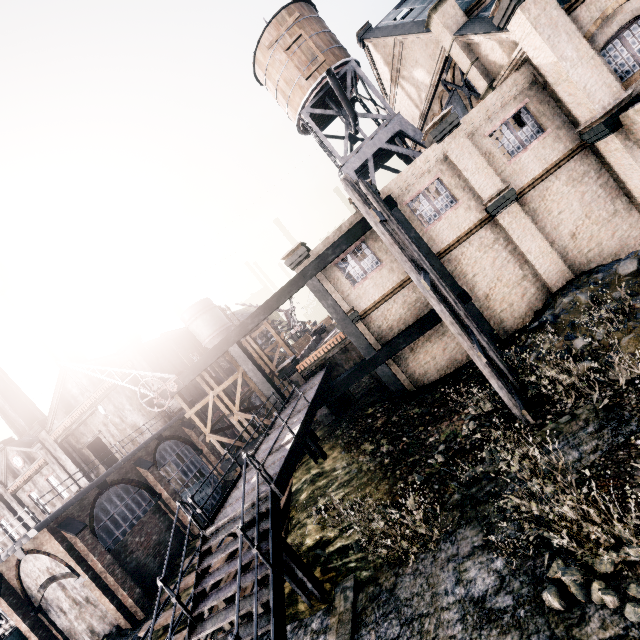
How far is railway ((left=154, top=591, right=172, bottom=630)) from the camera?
16.5m

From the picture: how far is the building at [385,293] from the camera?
17.0 meters

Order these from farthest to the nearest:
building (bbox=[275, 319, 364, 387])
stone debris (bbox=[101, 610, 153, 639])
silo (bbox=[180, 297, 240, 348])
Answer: silo (bbox=[180, 297, 240, 348]) → building (bbox=[275, 319, 364, 387]) → stone debris (bbox=[101, 610, 153, 639])

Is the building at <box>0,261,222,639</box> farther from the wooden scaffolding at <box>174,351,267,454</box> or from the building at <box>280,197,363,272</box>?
the building at <box>280,197,363,272</box>

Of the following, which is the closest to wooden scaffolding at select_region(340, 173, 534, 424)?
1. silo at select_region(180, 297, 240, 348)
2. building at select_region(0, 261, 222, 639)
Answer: building at select_region(0, 261, 222, 639)

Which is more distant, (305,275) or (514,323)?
(305,275)

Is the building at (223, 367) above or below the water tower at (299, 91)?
below

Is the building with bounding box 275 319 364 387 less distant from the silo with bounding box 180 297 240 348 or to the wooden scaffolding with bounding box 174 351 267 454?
the wooden scaffolding with bounding box 174 351 267 454
